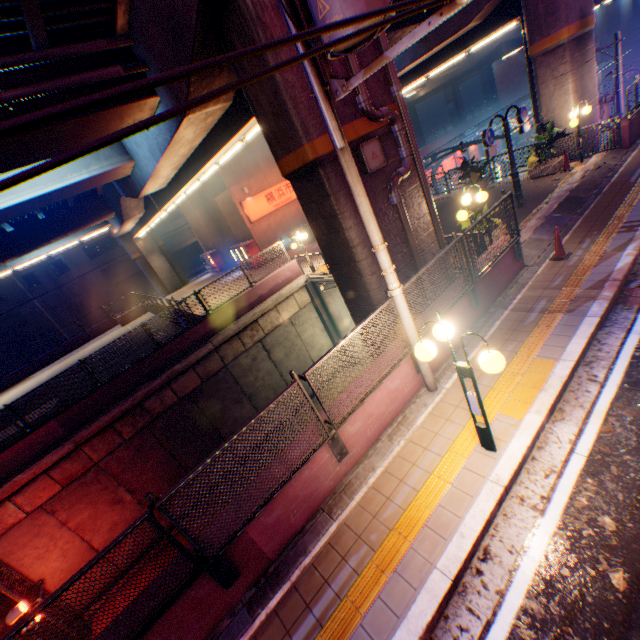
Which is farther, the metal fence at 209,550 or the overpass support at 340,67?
the overpass support at 340,67

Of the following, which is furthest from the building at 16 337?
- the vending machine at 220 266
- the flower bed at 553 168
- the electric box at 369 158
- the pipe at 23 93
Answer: the electric box at 369 158

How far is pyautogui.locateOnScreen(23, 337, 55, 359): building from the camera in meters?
35.6 m

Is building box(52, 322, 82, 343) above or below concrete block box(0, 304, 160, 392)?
above

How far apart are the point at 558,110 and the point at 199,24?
15.54m

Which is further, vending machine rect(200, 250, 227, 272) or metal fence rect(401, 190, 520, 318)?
vending machine rect(200, 250, 227, 272)

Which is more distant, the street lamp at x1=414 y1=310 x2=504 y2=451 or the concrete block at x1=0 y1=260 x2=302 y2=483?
the concrete block at x1=0 y1=260 x2=302 y2=483

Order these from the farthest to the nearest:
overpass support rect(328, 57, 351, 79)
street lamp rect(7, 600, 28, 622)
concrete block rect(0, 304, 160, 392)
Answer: concrete block rect(0, 304, 160, 392), street lamp rect(7, 600, 28, 622), overpass support rect(328, 57, 351, 79)
